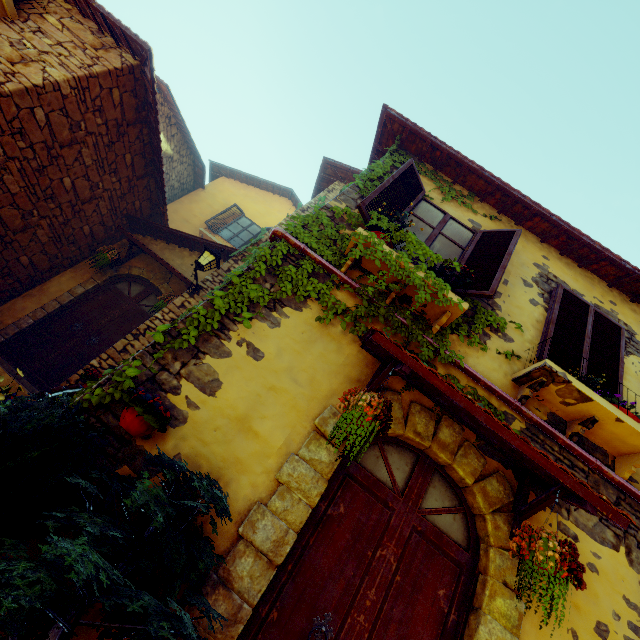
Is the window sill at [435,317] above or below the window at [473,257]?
below

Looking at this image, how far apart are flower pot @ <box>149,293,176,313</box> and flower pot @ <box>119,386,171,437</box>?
4.3m

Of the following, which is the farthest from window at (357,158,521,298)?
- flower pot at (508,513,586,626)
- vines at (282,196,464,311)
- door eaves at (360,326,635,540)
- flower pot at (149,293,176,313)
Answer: flower pot at (149,293,176,313)

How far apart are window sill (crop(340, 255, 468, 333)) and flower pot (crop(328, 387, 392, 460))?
1.4 meters

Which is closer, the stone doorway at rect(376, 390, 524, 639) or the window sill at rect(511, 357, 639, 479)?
the stone doorway at rect(376, 390, 524, 639)

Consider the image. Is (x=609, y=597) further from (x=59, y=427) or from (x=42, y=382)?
(x=42, y=382)

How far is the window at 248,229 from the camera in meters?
12.0

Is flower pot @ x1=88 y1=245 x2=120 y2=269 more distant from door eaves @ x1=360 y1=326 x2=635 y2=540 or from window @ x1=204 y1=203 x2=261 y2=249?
door eaves @ x1=360 y1=326 x2=635 y2=540
